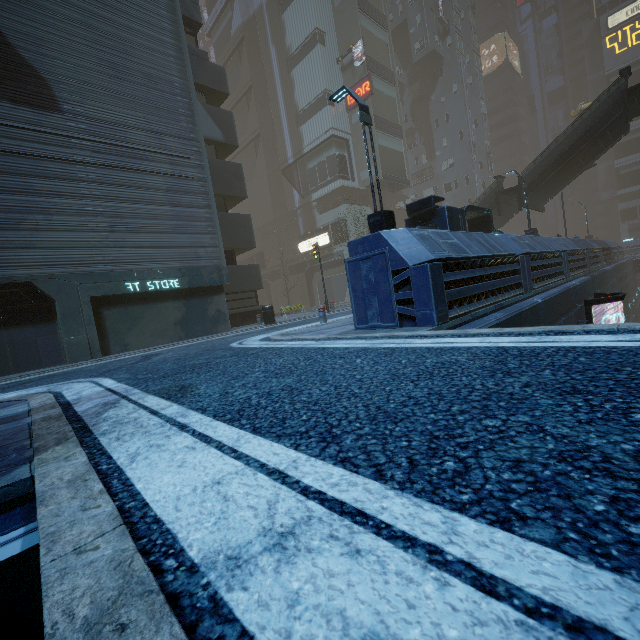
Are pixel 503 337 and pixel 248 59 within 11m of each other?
no

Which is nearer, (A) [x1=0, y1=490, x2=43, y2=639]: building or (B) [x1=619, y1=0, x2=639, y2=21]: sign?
(A) [x1=0, y1=490, x2=43, y2=639]: building

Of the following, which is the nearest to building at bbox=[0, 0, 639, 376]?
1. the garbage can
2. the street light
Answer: the street light

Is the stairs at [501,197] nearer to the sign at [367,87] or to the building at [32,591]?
the building at [32,591]

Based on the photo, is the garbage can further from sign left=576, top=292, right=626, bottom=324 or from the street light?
sign left=576, top=292, right=626, bottom=324

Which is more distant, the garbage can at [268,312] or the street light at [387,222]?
the garbage can at [268,312]

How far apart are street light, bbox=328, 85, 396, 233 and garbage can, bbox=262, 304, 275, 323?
7.0m

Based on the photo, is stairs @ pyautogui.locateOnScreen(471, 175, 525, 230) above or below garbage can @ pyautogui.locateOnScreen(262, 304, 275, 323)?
above
